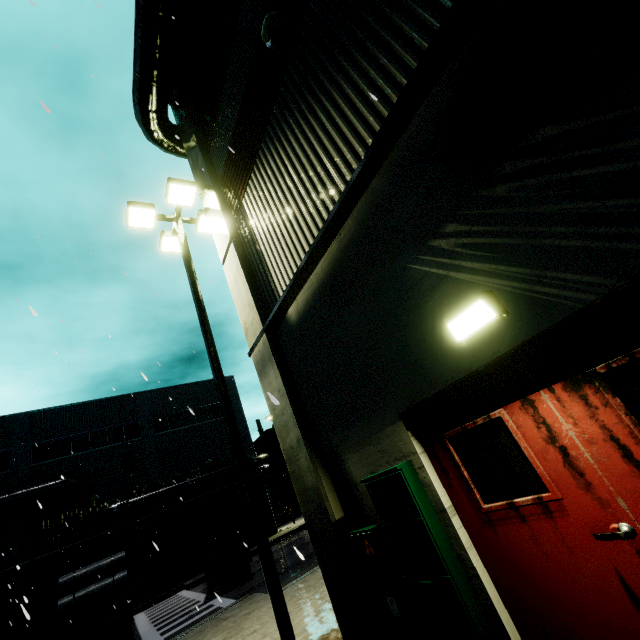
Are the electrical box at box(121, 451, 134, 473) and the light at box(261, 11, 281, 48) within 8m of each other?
no

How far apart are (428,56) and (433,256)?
1.78m

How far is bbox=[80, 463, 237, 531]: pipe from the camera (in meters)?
22.05

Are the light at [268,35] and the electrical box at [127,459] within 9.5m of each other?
no

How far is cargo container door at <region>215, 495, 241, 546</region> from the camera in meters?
14.3 m

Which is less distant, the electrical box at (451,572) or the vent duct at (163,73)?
the electrical box at (451,572)

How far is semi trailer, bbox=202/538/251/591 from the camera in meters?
14.7 m

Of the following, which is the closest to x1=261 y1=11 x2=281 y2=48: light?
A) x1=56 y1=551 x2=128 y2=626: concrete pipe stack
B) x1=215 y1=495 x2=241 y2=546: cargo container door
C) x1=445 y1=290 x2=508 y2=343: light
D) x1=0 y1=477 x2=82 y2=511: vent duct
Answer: x1=445 y1=290 x2=508 y2=343: light
